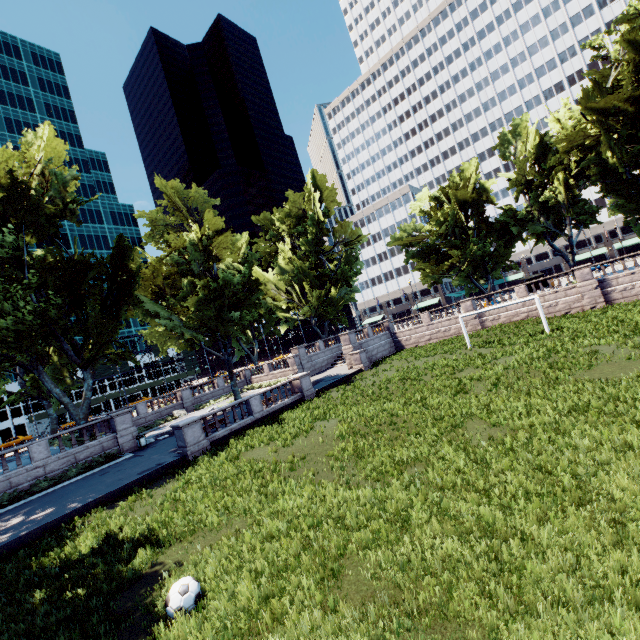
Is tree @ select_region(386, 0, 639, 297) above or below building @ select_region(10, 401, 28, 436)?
above

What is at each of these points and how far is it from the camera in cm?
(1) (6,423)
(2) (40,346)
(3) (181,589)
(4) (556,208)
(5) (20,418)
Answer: (1) building, 5834
(2) tree, 2998
(3) ball, 655
(4) tree, 3650
(5) building, 5981

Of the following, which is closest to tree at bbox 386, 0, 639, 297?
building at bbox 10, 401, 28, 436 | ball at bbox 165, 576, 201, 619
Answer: ball at bbox 165, 576, 201, 619

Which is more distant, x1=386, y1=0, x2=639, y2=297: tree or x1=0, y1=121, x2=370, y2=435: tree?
x1=386, y1=0, x2=639, y2=297: tree

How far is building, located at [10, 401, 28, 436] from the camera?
59.09m

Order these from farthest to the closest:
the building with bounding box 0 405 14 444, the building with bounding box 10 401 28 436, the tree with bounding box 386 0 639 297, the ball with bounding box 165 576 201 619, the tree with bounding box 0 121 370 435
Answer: the building with bounding box 10 401 28 436 < the building with bounding box 0 405 14 444 < the tree with bounding box 386 0 639 297 < the tree with bounding box 0 121 370 435 < the ball with bounding box 165 576 201 619

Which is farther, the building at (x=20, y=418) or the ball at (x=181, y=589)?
the building at (x=20, y=418)

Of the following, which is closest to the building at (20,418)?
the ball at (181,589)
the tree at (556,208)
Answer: the tree at (556,208)
